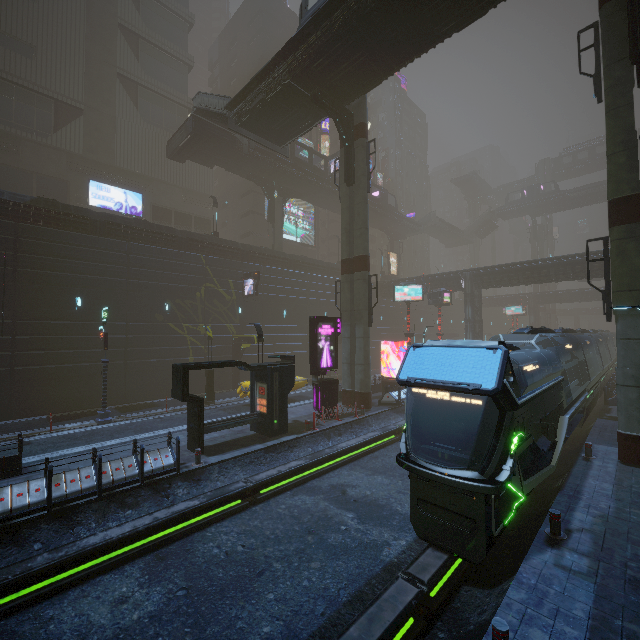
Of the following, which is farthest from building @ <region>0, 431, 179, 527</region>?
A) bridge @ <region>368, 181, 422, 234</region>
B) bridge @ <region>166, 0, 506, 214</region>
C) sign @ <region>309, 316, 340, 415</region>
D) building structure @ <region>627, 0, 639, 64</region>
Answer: building structure @ <region>627, 0, 639, 64</region>

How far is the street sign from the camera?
18.2 meters

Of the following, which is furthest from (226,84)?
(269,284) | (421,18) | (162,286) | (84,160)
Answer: (421,18)

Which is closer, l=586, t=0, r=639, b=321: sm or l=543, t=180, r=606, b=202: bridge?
l=586, t=0, r=639, b=321: sm

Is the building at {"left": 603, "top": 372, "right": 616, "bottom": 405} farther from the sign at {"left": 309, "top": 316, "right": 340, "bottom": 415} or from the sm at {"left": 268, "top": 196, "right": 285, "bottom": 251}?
the sign at {"left": 309, "top": 316, "right": 340, "bottom": 415}

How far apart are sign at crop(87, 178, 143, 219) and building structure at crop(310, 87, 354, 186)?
27.38m

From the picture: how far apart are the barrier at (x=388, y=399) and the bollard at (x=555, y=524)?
14.1m

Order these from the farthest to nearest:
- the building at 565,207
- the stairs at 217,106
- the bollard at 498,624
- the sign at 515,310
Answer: the building at 565,207
the sign at 515,310
the stairs at 217,106
the bollard at 498,624
